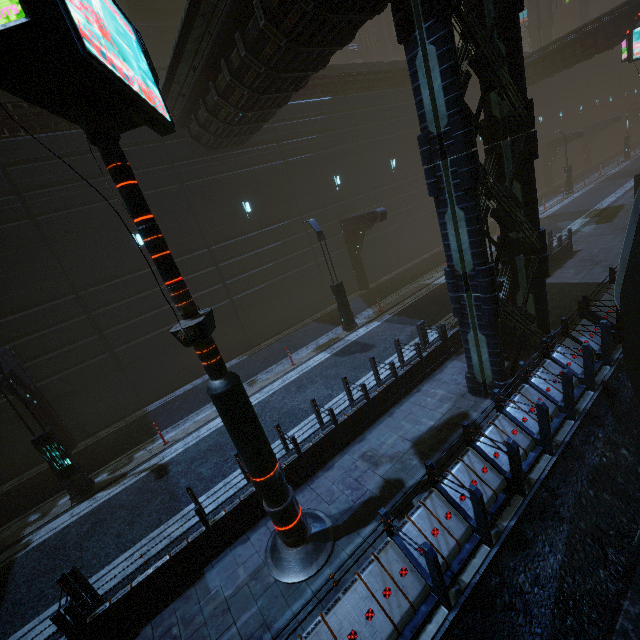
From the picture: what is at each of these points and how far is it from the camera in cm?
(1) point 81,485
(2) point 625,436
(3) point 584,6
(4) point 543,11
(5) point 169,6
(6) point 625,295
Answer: (1) street light, 1016
(2) train rail, 714
(3) sm, 4831
(4) sm, 3972
(5) building, 2358
(6) train, 641

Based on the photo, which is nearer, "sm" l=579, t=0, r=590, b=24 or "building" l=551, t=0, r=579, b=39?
"sm" l=579, t=0, r=590, b=24

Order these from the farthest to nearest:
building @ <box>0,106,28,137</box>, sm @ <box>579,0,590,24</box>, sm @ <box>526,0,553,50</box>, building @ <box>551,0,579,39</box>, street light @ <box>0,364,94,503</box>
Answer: building @ <box>551,0,579,39</box> → sm @ <box>579,0,590,24</box> → sm @ <box>526,0,553,50</box> → building @ <box>0,106,28,137</box> → street light @ <box>0,364,94,503</box>

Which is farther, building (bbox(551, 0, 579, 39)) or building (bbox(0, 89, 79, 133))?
building (bbox(551, 0, 579, 39))

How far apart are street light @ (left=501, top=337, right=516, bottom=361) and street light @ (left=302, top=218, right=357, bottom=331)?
6.6m

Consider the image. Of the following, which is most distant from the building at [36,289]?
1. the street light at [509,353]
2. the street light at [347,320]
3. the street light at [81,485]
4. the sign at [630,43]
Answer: the street light at [347,320]

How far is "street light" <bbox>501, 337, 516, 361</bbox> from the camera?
9.53m

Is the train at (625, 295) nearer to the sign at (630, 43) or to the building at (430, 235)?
the building at (430, 235)
